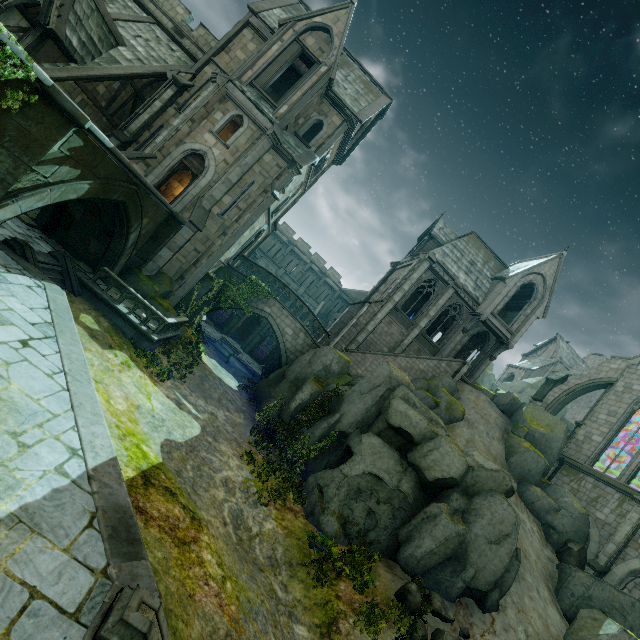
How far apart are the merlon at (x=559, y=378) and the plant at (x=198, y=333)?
28.0m

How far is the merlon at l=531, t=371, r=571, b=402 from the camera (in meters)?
27.64

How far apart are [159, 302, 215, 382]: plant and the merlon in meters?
28.0 m

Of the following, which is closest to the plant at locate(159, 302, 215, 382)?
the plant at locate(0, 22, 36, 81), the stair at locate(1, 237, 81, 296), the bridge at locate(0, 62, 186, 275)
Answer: the bridge at locate(0, 62, 186, 275)

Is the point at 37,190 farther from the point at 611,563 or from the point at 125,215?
the point at 611,563

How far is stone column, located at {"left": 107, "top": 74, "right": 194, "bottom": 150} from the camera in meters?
19.1 m

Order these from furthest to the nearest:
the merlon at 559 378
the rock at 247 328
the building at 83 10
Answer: the rock at 247 328 → the merlon at 559 378 → the building at 83 10

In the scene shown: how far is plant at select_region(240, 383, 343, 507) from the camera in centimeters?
1411cm
